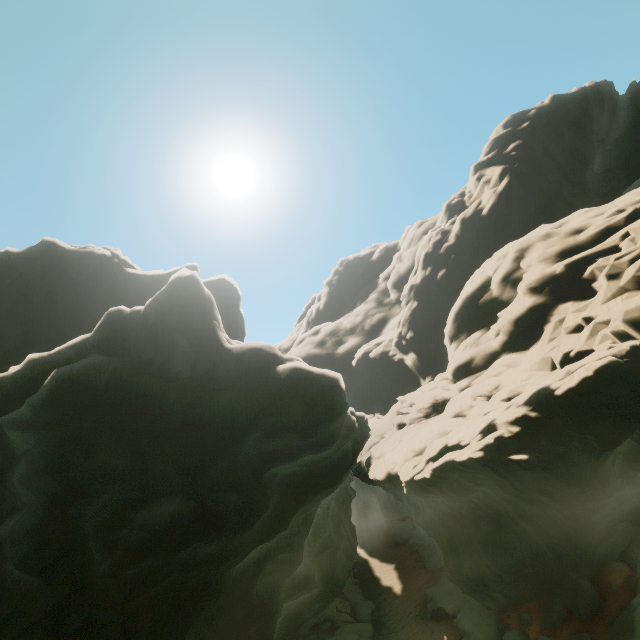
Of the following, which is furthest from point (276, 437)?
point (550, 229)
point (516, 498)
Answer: point (550, 229)
